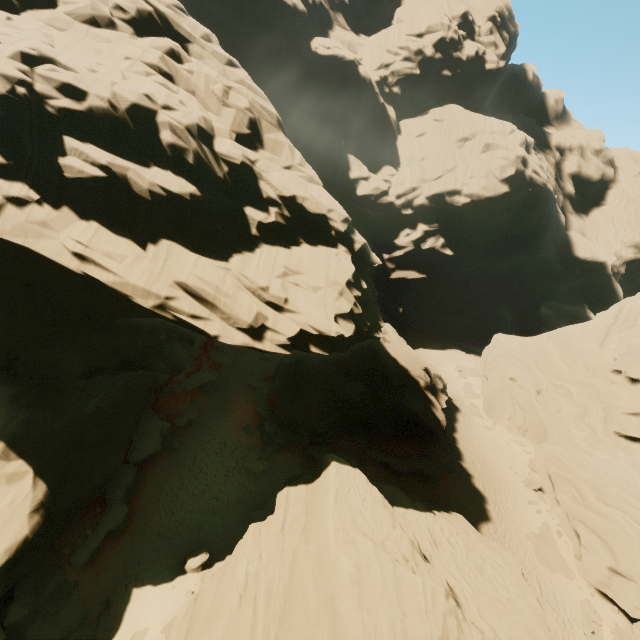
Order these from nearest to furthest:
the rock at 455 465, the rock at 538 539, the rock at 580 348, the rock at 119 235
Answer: the rock at 119 235, the rock at 580 348, the rock at 538 539, the rock at 455 465

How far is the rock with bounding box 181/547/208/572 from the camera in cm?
1609

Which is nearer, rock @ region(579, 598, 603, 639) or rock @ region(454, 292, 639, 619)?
rock @ region(579, 598, 603, 639)

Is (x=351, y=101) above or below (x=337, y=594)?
above

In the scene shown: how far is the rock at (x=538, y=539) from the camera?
23.09m

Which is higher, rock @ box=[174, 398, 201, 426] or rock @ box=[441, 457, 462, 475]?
rock @ box=[441, 457, 462, 475]
